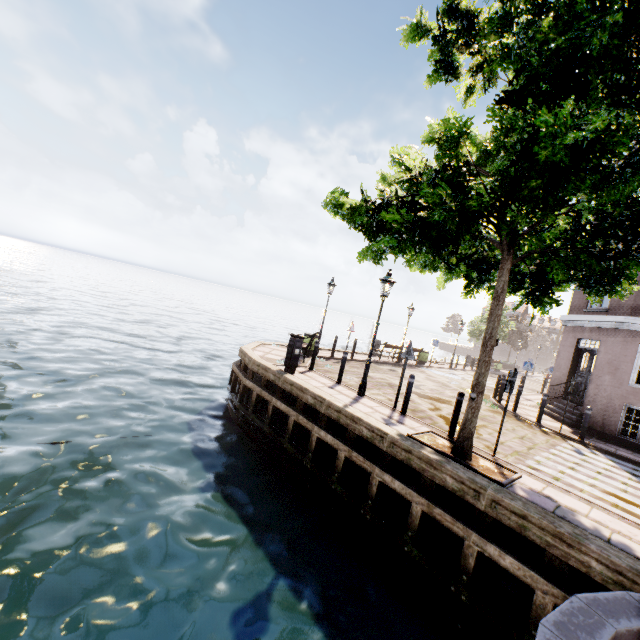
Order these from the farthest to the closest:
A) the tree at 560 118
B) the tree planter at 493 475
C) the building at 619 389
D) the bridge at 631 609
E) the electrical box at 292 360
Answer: the building at 619 389, the electrical box at 292 360, the tree planter at 493 475, the tree at 560 118, the bridge at 631 609

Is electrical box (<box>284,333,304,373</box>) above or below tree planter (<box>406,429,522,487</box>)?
above

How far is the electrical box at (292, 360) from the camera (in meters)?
10.37

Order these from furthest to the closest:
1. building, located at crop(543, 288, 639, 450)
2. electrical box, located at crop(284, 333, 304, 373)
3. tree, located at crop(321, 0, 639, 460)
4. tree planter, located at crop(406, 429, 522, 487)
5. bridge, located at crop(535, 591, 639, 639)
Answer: building, located at crop(543, 288, 639, 450), electrical box, located at crop(284, 333, 304, 373), tree planter, located at crop(406, 429, 522, 487), tree, located at crop(321, 0, 639, 460), bridge, located at crop(535, 591, 639, 639)

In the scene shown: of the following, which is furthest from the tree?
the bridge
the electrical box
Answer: the electrical box

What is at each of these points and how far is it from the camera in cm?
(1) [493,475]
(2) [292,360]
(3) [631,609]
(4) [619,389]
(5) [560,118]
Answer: (1) tree planter, 593
(2) electrical box, 1042
(3) bridge, 191
(4) building, 1134
(5) tree, 359

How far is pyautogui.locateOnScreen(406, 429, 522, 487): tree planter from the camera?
5.83m

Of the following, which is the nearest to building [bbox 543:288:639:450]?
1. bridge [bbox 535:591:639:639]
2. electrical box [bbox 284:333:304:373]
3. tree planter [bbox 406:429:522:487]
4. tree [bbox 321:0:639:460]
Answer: tree [bbox 321:0:639:460]
